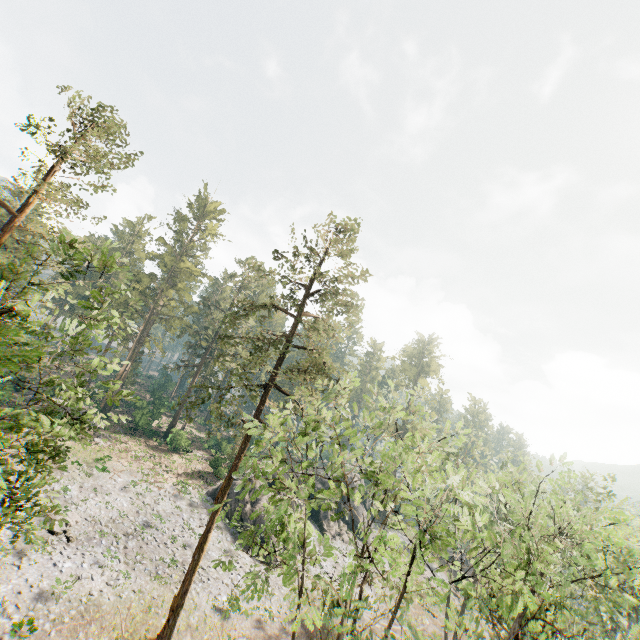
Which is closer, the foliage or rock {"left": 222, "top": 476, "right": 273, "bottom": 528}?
the foliage

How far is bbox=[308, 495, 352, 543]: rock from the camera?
39.69m

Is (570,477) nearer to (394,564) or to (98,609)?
(394,564)

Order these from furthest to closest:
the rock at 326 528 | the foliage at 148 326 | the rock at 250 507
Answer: the rock at 326 528, the rock at 250 507, the foliage at 148 326

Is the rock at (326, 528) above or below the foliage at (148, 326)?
below

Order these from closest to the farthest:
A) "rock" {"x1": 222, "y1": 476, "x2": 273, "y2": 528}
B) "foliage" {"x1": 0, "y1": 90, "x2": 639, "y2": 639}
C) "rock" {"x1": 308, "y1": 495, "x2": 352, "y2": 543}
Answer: "foliage" {"x1": 0, "y1": 90, "x2": 639, "y2": 639} < "rock" {"x1": 222, "y1": 476, "x2": 273, "y2": 528} < "rock" {"x1": 308, "y1": 495, "x2": 352, "y2": 543}
